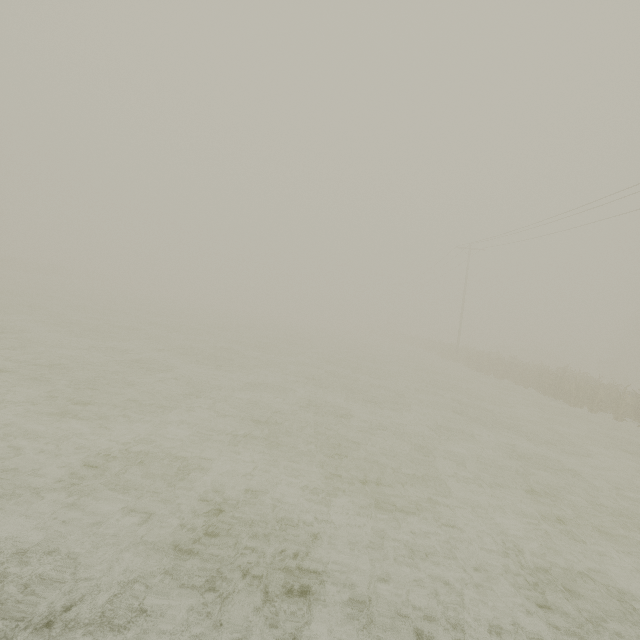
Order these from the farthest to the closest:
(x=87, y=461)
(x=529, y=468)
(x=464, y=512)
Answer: (x=529, y=468) → (x=464, y=512) → (x=87, y=461)
